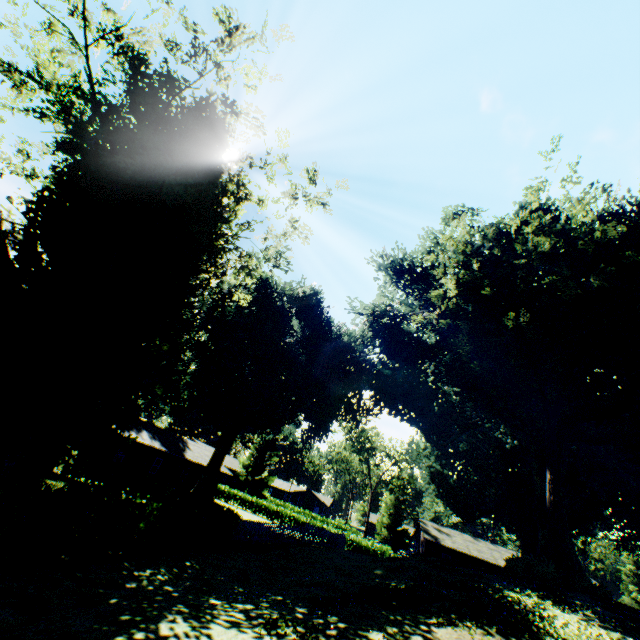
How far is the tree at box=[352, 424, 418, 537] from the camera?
54.2 meters

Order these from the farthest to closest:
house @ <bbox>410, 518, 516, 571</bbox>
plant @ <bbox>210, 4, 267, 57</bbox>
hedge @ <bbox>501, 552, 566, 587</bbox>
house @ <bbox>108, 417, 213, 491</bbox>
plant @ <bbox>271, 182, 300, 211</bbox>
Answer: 1. house @ <bbox>410, 518, 516, 571</bbox>
2. house @ <bbox>108, 417, 213, 491</bbox>
3. hedge @ <bbox>501, 552, 566, 587</bbox>
4. plant @ <bbox>271, 182, 300, 211</bbox>
5. plant @ <bbox>210, 4, 267, 57</bbox>

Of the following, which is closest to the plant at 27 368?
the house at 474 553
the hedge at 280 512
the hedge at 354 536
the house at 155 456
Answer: the hedge at 354 536

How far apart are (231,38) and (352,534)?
44.4m

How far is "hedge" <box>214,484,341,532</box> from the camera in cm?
4375

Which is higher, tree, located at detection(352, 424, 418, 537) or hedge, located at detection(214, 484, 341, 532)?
tree, located at detection(352, 424, 418, 537)

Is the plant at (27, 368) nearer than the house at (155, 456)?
Yes

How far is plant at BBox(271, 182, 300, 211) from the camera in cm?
1318
